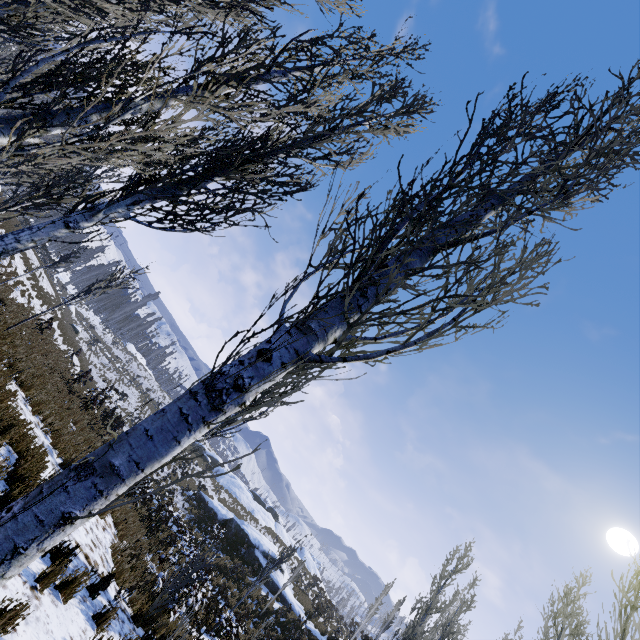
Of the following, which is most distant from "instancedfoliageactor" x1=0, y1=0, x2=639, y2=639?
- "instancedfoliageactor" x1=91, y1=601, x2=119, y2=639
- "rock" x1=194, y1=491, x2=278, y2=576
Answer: "rock" x1=194, y1=491, x2=278, y2=576

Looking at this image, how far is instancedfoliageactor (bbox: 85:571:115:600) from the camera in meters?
5.7

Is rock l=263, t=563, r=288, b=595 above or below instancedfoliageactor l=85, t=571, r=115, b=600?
above

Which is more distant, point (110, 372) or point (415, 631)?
point (110, 372)

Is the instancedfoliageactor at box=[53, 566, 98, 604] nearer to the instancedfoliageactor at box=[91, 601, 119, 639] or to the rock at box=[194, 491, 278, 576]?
the instancedfoliageactor at box=[91, 601, 119, 639]

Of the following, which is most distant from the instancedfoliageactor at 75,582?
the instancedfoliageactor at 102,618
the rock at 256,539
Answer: the rock at 256,539

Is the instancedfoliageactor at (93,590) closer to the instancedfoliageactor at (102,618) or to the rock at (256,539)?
the instancedfoliageactor at (102,618)
